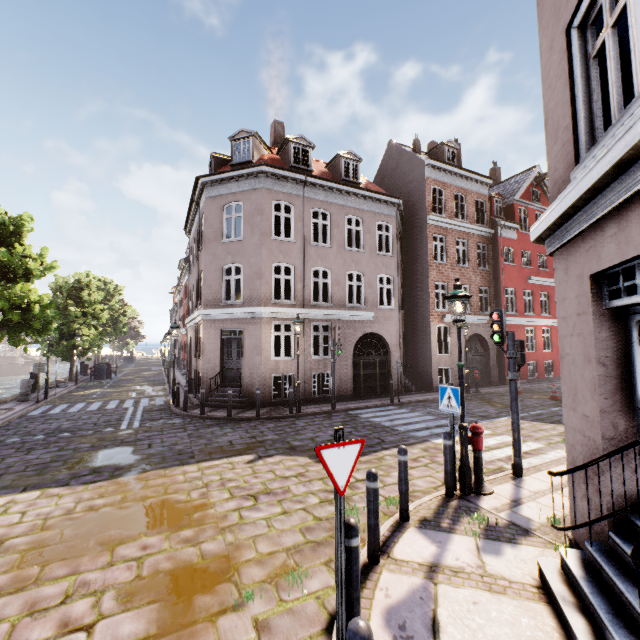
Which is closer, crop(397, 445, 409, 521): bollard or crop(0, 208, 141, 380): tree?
crop(397, 445, 409, 521): bollard

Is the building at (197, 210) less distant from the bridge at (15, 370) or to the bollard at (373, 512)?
the bollard at (373, 512)

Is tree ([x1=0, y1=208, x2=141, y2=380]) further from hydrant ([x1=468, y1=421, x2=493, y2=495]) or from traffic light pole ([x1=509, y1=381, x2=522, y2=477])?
traffic light pole ([x1=509, y1=381, x2=522, y2=477])

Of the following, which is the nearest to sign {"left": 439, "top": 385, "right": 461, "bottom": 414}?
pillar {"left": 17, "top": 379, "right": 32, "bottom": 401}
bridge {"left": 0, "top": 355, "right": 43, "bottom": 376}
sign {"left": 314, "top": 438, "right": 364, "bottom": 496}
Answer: sign {"left": 314, "top": 438, "right": 364, "bottom": 496}

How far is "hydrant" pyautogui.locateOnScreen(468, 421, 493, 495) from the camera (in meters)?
5.89

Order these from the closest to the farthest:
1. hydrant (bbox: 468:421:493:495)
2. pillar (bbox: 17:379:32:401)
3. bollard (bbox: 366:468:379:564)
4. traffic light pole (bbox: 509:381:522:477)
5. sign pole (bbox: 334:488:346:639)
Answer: sign pole (bbox: 334:488:346:639) → bollard (bbox: 366:468:379:564) → hydrant (bbox: 468:421:493:495) → traffic light pole (bbox: 509:381:522:477) → pillar (bbox: 17:379:32:401)

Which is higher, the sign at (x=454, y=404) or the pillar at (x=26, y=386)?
the sign at (x=454, y=404)

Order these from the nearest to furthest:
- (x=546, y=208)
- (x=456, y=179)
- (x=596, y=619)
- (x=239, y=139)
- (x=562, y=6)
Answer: (x=596, y=619)
(x=562, y=6)
(x=239, y=139)
(x=456, y=179)
(x=546, y=208)
